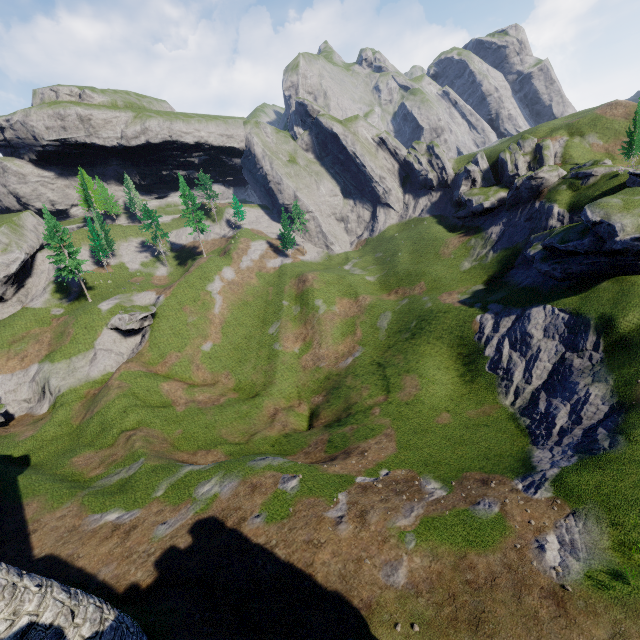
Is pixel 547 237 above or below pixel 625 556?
above

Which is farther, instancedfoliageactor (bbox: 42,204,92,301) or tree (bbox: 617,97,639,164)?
instancedfoliageactor (bbox: 42,204,92,301)

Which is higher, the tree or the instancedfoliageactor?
the instancedfoliageactor

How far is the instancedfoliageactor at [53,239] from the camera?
52.8 meters

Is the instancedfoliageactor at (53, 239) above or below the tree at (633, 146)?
above

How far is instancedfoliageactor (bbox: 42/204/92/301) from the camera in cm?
5278
